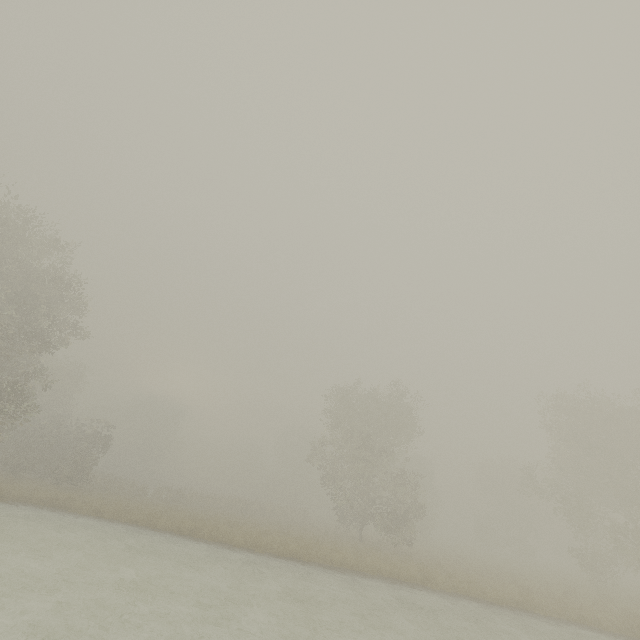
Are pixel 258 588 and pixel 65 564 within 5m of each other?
no
